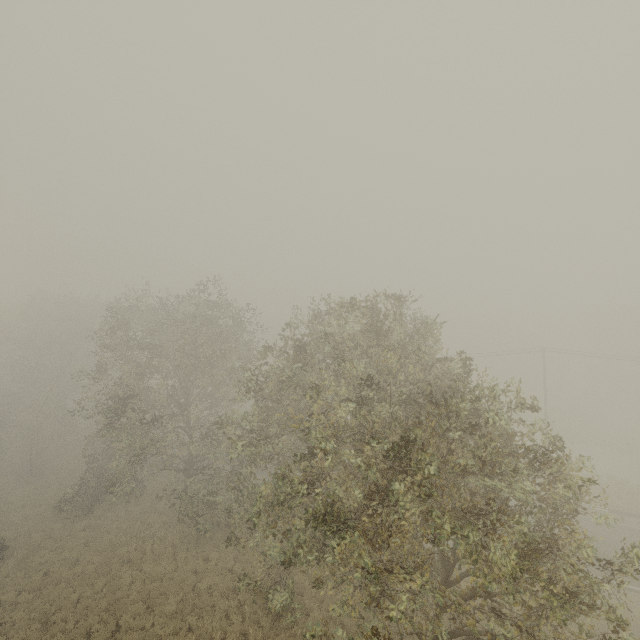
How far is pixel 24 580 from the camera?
17.3m
